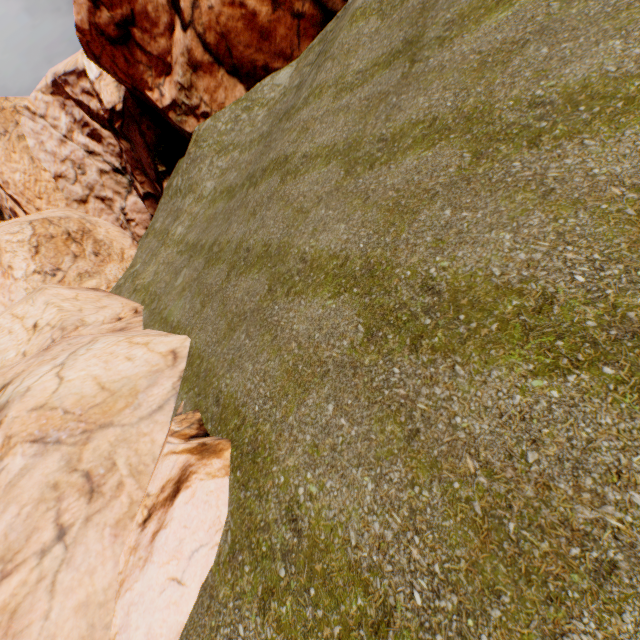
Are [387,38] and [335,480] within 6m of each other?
no
